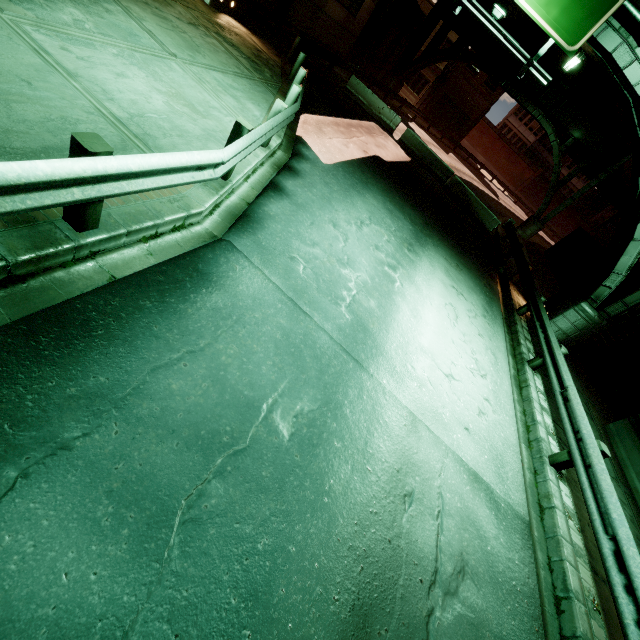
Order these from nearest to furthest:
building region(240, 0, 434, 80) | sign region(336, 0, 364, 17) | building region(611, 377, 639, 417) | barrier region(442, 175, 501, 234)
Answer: building region(611, 377, 639, 417), building region(240, 0, 434, 80), barrier region(442, 175, 501, 234), sign region(336, 0, 364, 17)

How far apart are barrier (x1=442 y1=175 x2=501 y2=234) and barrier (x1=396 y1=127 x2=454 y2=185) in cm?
43

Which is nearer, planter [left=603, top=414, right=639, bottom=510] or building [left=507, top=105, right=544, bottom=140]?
planter [left=603, top=414, right=639, bottom=510]

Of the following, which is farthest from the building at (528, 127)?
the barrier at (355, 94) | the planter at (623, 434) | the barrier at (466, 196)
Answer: the planter at (623, 434)

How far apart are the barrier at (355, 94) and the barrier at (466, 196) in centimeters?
477cm

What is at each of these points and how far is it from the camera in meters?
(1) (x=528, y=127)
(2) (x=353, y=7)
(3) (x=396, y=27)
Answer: (1) building, 59.7 m
(2) sign, 22.1 m
(3) building, 28.3 m

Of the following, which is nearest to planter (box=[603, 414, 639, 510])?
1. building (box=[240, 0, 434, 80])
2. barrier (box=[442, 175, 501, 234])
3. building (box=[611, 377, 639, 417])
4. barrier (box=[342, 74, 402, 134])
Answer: building (box=[611, 377, 639, 417])

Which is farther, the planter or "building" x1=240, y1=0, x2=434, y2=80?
"building" x1=240, y1=0, x2=434, y2=80
